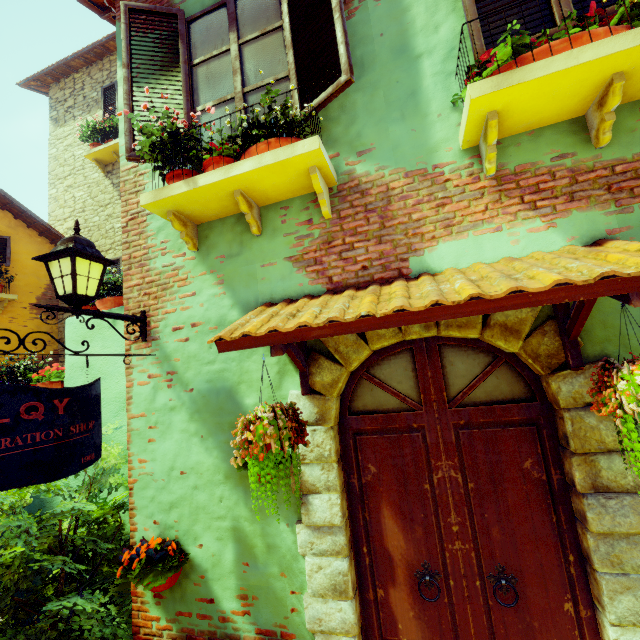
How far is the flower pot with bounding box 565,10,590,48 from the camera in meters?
1.8

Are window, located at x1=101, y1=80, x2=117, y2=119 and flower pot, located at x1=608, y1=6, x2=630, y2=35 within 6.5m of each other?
no

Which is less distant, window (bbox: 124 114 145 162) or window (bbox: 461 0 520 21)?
window (bbox: 461 0 520 21)

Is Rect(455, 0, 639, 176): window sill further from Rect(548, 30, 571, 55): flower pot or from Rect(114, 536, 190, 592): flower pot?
Rect(114, 536, 190, 592): flower pot

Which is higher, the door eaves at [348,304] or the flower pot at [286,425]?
the door eaves at [348,304]

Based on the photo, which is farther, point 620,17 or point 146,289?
point 146,289

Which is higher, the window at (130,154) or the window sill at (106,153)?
the window sill at (106,153)
